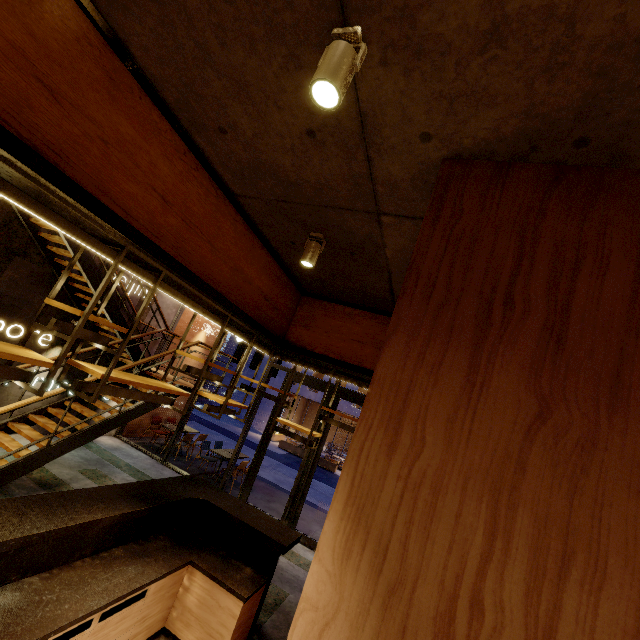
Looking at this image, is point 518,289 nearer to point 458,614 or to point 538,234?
point 538,234

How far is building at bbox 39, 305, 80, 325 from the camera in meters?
7.3 m

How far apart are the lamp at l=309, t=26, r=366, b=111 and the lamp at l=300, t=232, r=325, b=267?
1.76m

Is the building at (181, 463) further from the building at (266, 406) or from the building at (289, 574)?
the building at (266, 406)

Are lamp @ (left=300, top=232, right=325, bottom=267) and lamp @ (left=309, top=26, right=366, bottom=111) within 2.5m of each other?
yes

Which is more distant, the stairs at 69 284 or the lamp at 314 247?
the stairs at 69 284

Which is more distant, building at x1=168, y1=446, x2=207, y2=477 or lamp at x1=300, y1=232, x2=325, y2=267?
building at x1=168, y1=446, x2=207, y2=477

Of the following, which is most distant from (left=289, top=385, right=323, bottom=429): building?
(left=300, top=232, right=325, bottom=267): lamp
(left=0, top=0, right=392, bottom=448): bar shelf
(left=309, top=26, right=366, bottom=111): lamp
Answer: (left=309, top=26, right=366, bottom=111): lamp
